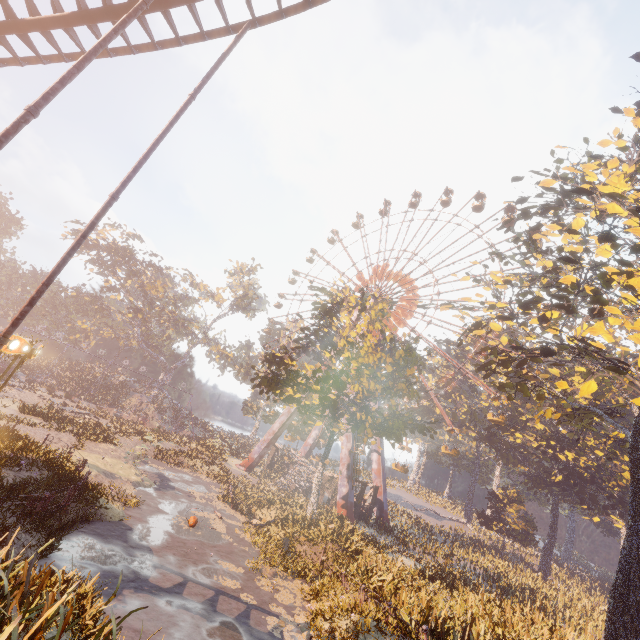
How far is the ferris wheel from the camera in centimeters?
4144cm

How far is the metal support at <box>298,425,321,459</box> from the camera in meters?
45.3 m

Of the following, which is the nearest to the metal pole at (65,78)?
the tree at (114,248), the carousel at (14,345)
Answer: the carousel at (14,345)

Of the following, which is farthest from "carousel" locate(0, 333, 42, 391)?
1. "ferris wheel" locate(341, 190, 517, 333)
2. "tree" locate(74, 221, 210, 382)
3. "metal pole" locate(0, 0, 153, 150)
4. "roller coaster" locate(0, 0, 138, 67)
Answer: "tree" locate(74, 221, 210, 382)

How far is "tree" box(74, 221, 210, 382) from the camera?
49.16m

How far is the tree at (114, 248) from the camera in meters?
49.2

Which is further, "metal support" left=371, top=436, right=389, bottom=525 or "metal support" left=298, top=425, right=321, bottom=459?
"metal support" left=298, top=425, right=321, bottom=459

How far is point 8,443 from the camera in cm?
1511
